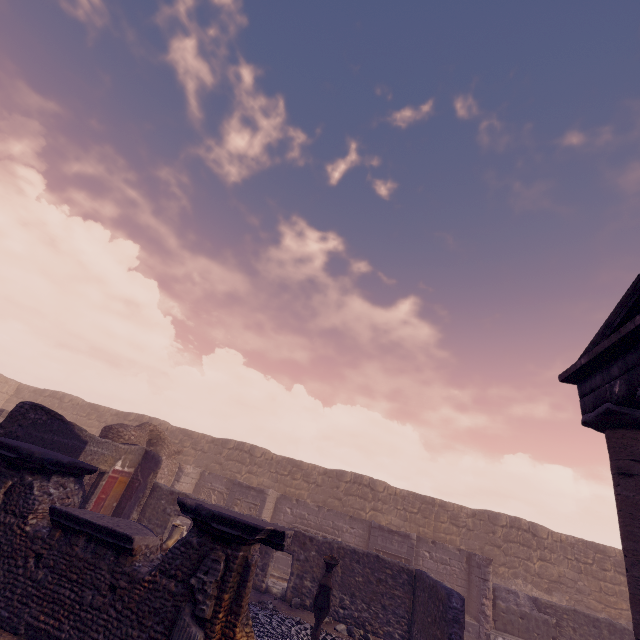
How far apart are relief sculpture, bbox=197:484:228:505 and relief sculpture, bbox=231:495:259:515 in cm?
179

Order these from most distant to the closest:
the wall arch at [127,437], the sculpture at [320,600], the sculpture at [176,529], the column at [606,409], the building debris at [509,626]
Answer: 1. the wall arch at [127,437]
2. the building debris at [509,626]
3. the sculpture at [176,529]
4. the sculpture at [320,600]
5. the column at [606,409]

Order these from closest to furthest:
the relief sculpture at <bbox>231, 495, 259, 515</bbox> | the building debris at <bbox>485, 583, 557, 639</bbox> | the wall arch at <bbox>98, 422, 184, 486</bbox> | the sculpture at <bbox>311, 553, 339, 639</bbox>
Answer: the sculpture at <bbox>311, 553, 339, 639</bbox> → the building debris at <bbox>485, 583, 557, 639</bbox> → the wall arch at <bbox>98, 422, 184, 486</bbox> → the relief sculpture at <bbox>231, 495, 259, 515</bbox>

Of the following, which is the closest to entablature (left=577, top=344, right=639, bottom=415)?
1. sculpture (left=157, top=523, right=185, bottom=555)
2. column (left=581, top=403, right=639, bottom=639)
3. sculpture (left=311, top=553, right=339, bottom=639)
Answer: column (left=581, top=403, right=639, bottom=639)

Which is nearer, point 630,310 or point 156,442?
point 630,310

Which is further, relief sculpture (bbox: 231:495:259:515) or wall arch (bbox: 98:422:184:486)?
relief sculpture (bbox: 231:495:259:515)

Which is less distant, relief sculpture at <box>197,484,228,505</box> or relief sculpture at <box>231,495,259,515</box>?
relief sculpture at <box>231,495,259,515</box>

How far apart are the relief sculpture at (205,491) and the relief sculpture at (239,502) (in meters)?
1.79
